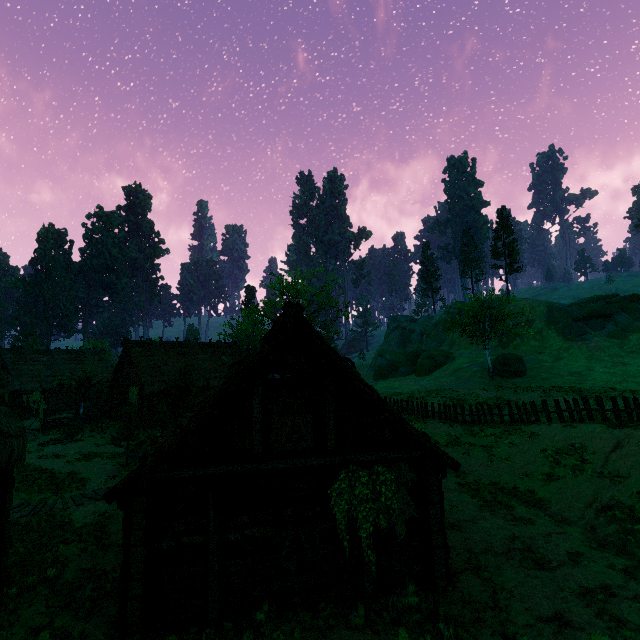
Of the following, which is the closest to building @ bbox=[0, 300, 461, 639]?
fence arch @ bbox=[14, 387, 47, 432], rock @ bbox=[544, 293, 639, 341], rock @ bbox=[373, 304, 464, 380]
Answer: fence arch @ bbox=[14, 387, 47, 432]

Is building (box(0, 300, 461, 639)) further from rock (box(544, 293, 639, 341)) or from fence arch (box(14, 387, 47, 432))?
rock (box(544, 293, 639, 341))

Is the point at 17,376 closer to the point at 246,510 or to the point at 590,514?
the point at 246,510

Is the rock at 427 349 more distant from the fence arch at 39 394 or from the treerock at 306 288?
the fence arch at 39 394

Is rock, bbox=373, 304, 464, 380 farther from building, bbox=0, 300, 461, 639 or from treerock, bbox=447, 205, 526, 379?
building, bbox=0, 300, 461, 639

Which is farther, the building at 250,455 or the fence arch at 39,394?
the fence arch at 39,394

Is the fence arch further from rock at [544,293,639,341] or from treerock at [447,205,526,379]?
rock at [544,293,639,341]

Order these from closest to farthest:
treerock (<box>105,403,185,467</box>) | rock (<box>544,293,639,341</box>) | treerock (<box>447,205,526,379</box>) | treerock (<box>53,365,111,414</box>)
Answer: treerock (<box>105,403,185,467</box>), treerock (<box>53,365,111,414</box>), treerock (<box>447,205,526,379</box>), rock (<box>544,293,639,341</box>)
